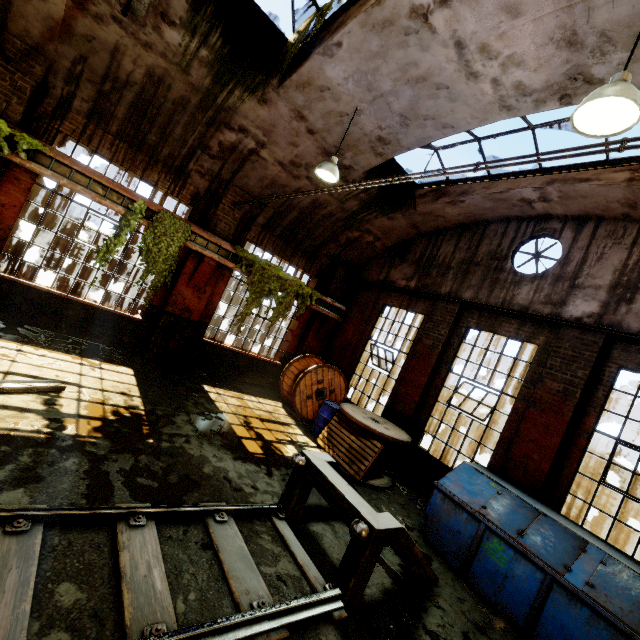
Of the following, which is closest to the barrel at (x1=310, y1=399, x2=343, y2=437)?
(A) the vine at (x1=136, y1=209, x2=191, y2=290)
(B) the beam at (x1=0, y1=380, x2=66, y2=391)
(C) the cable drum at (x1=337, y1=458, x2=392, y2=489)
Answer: (C) the cable drum at (x1=337, y1=458, x2=392, y2=489)

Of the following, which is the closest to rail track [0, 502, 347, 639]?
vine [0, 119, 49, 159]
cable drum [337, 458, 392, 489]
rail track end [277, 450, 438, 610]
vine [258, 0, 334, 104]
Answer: rail track end [277, 450, 438, 610]

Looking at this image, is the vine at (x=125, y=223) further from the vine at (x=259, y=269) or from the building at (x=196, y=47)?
the vine at (x=259, y=269)

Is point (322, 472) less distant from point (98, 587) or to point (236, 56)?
point (98, 587)

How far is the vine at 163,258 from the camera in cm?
800

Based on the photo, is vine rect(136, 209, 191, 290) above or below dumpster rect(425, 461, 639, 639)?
above

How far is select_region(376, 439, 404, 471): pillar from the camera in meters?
8.7 m

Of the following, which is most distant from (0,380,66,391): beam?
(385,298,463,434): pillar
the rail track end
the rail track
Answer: (385,298,463,434): pillar
